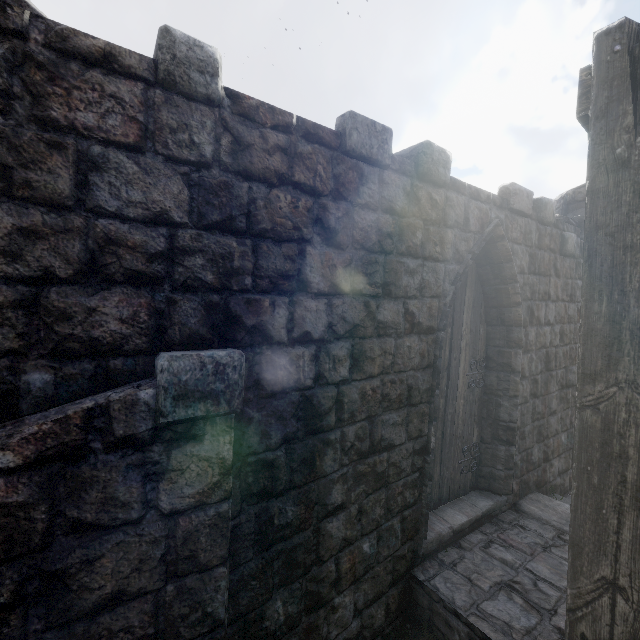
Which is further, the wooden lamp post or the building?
the building

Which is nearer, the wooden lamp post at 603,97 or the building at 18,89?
the wooden lamp post at 603,97

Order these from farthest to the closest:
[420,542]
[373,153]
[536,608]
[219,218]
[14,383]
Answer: [420,542]
[536,608]
[373,153]
[219,218]
[14,383]
